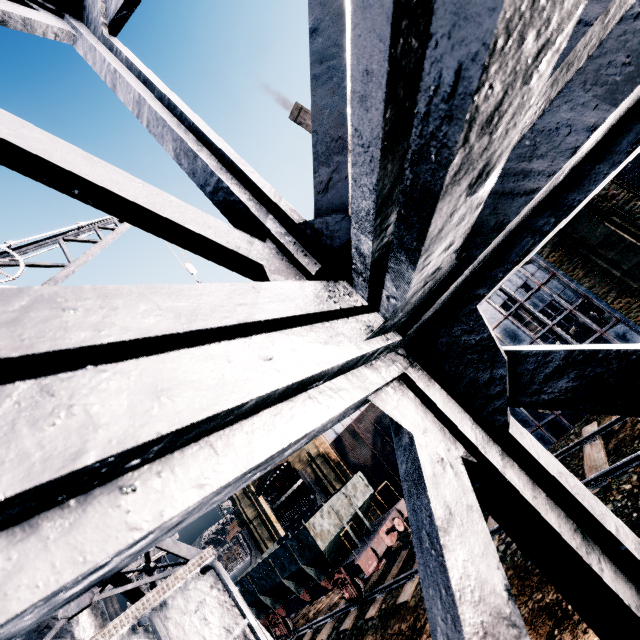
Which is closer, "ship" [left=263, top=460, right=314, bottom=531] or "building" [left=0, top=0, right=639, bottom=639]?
"building" [left=0, top=0, right=639, bottom=639]

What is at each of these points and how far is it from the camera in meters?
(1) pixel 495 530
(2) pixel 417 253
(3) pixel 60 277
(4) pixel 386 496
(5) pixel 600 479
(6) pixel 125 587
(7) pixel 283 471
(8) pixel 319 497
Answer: (1) railway, 10.7
(2) building, 0.8
(3) crane, 8.8
(4) building, 23.8
(5) railway, 8.8
(6) crane, 4.2
(7) ship, 45.4
(8) wooden brace, 25.1

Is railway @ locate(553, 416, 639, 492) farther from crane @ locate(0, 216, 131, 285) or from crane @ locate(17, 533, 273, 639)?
crane @ locate(0, 216, 131, 285)

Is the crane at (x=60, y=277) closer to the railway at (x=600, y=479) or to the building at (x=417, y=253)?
the building at (x=417, y=253)

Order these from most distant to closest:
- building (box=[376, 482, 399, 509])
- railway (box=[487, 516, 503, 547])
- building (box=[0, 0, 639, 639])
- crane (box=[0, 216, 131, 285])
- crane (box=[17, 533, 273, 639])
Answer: building (box=[376, 482, 399, 509])
railway (box=[487, 516, 503, 547])
crane (box=[0, 216, 131, 285])
crane (box=[17, 533, 273, 639])
building (box=[0, 0, 639, 639])

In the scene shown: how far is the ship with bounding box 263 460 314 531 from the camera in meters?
41.0

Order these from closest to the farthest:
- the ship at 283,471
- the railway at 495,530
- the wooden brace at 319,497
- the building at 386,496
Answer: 1. the railway at 495,530
2. the building at 386,496
3. the wooden brace at 319,497
4. the ship at 283,471

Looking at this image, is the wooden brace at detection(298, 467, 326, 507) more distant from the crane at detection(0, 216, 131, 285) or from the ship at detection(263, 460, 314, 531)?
the crane at detection(0, 216, 131, 285)
